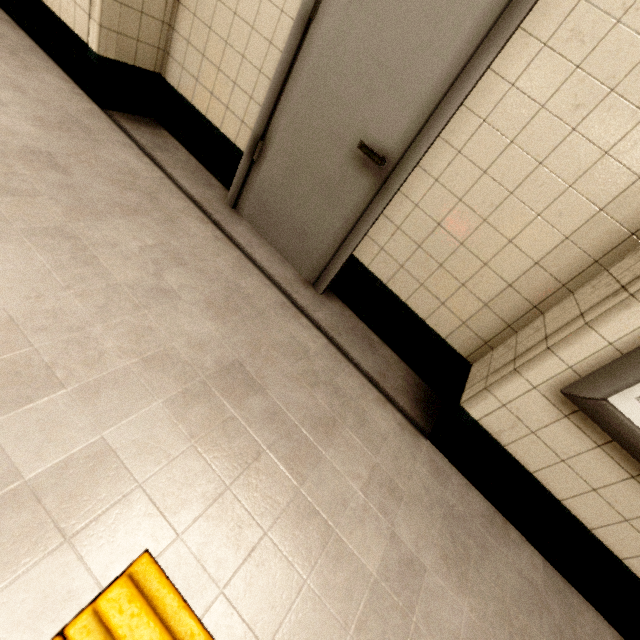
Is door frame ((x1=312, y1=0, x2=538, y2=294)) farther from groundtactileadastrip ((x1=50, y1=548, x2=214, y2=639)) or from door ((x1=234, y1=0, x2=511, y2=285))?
groundtactileadastrip ((x1=50, y1=548, x2=214, y2=639))

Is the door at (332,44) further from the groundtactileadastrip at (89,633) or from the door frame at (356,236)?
the groundtactileadastrip at (89,633)

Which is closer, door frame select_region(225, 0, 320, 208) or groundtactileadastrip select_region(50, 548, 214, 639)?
groundtactileadastrip select_region(50, 548, 214, 639)

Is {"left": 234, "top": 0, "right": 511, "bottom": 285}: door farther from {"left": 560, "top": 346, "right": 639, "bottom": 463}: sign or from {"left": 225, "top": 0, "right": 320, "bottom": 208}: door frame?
{"left": 560, "top": 346, "right": 639, "bottom": 463}: sign

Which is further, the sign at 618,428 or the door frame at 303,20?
the door frame at 303,20

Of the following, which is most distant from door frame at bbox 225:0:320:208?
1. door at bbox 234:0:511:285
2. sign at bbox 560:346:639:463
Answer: sign at bbox 560:346:639:463

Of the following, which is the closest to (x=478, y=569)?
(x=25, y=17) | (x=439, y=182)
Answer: (x=439, y=182)
